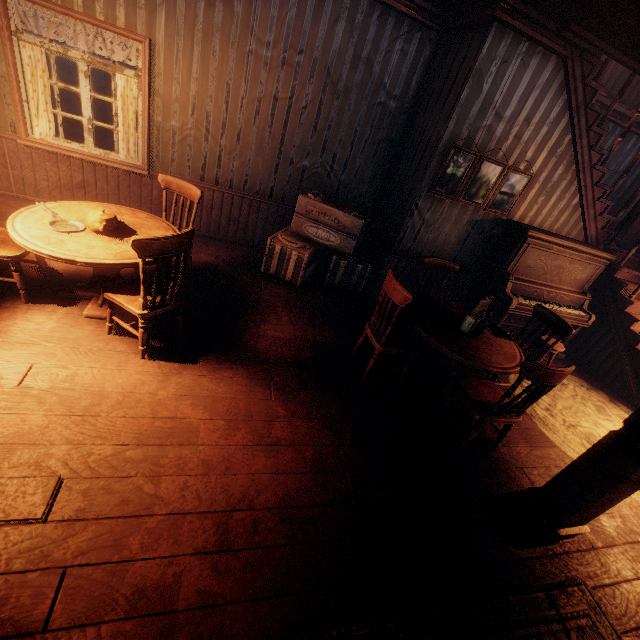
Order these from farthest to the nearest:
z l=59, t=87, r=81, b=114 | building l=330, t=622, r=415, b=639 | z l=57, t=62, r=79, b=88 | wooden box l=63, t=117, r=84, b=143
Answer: z l=57, t=62, r=79, b=88 < z l=59, t=87, r=81, b=114 < wooden box l=63, t=117, r=84, b=143 < building l=330, t=622, r=415, b=639

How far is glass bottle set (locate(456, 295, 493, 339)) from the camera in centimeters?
346cm

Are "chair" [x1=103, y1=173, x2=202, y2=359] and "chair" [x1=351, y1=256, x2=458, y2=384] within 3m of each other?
yes

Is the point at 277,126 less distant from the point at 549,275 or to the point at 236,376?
the point at 236,376

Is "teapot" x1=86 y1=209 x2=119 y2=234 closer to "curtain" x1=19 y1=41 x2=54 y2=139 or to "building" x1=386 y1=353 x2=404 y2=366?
"building" x1=386 y1=353 x2=404 y2=366

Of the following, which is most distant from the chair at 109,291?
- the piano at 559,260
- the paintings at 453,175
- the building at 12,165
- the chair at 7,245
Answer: the piano at 559,260

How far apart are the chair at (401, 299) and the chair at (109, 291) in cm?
196

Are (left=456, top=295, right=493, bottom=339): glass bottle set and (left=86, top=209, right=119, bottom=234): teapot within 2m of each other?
no
